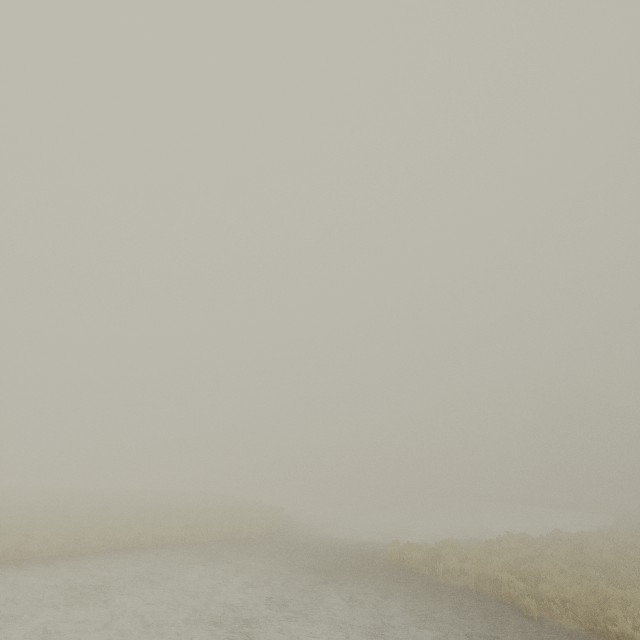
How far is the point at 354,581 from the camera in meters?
10.5 m
